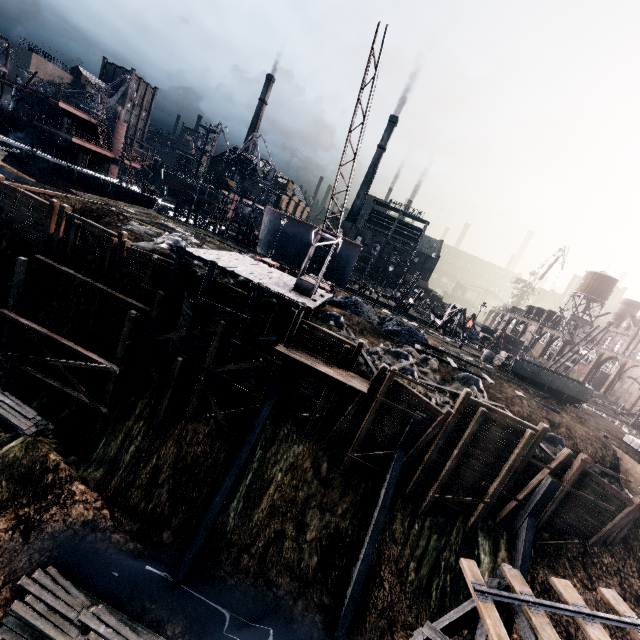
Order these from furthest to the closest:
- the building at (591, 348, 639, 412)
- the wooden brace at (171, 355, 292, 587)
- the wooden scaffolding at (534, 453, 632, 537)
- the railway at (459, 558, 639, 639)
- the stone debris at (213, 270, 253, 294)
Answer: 1. the building at (591, 348, 639, 412)
2. the stone debris at (213, 270, 253, 294)
3. the wooden scaffolding at (534, 453, 632, 537)
4. the wooden brace at (171, 355, 292, 587)
5. the railway at (459, 558, 639, 639)

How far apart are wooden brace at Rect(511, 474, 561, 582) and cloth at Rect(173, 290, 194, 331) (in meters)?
23.16

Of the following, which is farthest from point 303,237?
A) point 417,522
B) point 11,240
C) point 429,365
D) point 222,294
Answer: point 417,522

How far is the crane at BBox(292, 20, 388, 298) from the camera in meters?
13.3 m

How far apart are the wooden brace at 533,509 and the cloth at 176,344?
23.2m

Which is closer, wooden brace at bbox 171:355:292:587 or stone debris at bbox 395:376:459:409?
wooden brace at bbox 171:355:292:587

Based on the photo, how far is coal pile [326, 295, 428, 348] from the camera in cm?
2770

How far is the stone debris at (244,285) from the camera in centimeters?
2378cm
